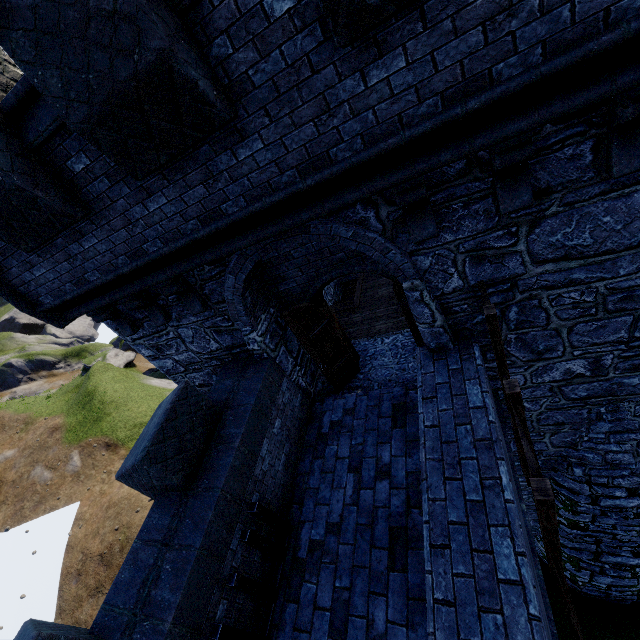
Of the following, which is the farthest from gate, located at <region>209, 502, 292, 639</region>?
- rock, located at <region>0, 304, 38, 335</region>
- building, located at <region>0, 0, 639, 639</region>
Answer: rock, located at <region>0, 304, 38, 335</region>

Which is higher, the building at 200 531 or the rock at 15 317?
the building at 200 531

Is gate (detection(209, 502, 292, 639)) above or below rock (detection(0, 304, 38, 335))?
above

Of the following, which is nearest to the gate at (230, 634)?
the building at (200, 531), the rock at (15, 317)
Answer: the building at (200, 531)

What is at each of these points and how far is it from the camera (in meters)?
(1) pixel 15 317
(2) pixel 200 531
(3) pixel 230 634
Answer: (1) rock, 56.06
(2) building, 4.18
(3) gate, 3.93

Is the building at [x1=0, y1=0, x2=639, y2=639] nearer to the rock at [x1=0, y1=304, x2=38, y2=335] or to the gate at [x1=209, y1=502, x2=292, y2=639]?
the gate at [x1=209, y1=502, x2=292, y2=639]

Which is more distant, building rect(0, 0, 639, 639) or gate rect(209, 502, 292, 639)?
gate rect(209, 502, 292, 639)
